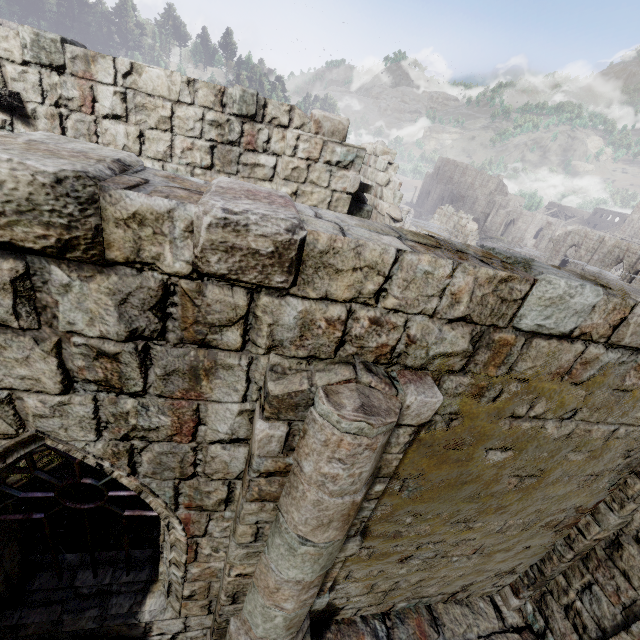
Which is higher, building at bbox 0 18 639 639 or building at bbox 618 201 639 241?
building at bbox 618 201 639 241

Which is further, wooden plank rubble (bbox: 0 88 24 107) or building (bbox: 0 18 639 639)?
wooden plank rubble (bbox: 0 88 24 107)

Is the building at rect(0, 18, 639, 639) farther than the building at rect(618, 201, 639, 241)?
No

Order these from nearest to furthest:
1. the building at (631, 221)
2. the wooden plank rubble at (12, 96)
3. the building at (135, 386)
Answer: the building at (135, 386) → the wooden plank rubble at (12, 96) → the building at (631, 221)

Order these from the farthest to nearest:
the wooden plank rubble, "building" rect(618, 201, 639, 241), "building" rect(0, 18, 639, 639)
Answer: "building" rect(618, 201, 639, 241)
the wooden plank rubble
"building" rect(0, 18, 639, 639)

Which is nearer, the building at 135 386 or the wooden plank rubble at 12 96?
the building at 135 386

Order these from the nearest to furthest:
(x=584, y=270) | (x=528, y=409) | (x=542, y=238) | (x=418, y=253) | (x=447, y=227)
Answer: (x=418, y=253)
(x=584, y=270)
(x=528, y=409)
(x=447, y=227)
(x=542, y=238)
